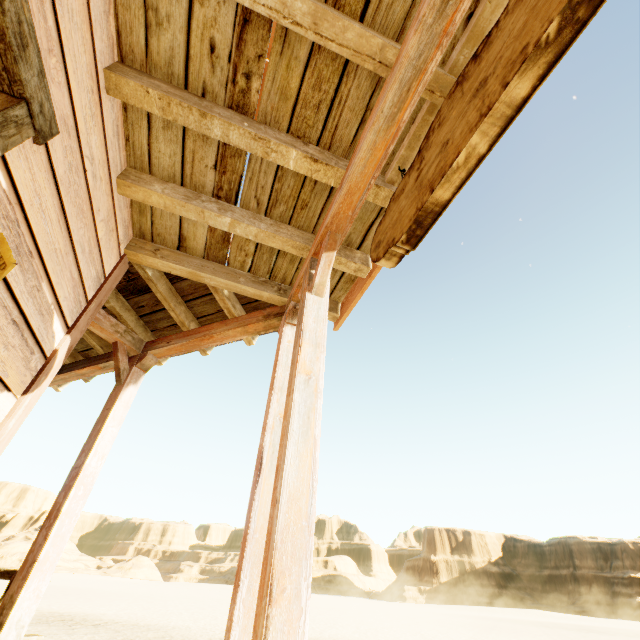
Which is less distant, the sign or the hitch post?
the sign

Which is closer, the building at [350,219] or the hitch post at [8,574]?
the building at [350,219]

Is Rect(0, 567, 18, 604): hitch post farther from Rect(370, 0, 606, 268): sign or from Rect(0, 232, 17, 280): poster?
Rect(370, 0, 606, 268): sign

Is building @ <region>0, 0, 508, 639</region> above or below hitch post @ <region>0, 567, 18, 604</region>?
above

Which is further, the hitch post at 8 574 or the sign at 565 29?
the hitch post at 8 574

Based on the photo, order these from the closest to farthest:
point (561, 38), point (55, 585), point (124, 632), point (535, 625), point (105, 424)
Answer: point (561, 38)
point (105, 424)
point (124, 632)
point (535, 625)
point (55, 585)

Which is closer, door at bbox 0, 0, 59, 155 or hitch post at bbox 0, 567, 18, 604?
door at bbox 0, 0, 59, 155

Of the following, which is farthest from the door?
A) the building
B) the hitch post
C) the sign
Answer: the hitch post
